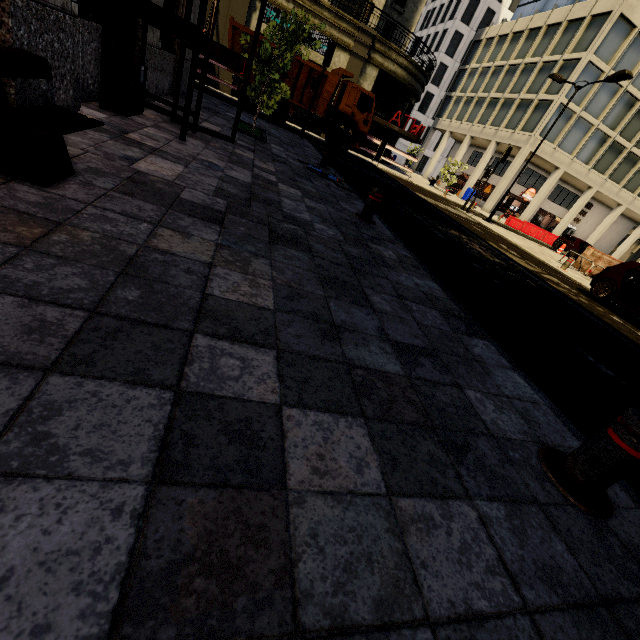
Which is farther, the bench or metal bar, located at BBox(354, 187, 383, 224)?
metal bar, located at BBox(354, 187, 383, 224)

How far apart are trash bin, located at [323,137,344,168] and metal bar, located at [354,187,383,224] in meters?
3.8

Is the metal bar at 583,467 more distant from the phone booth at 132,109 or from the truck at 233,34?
the truck at 233,34

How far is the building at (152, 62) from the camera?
6.4 meters

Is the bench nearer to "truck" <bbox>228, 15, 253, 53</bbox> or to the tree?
the tree

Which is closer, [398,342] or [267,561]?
[267,561]

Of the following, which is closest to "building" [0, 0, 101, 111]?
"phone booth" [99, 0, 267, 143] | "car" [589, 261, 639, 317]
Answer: "phone booth" [99, 0, 267, 143]

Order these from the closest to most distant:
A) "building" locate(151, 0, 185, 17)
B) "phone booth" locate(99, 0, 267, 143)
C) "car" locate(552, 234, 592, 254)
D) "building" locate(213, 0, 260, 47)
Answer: "phone booth" locate(99, 0, 267, 143), "building" locate(151, 0, 185, 17), "building" locate(213, 0, 260, 47), "car" locate(552, 234, 592, 254)
